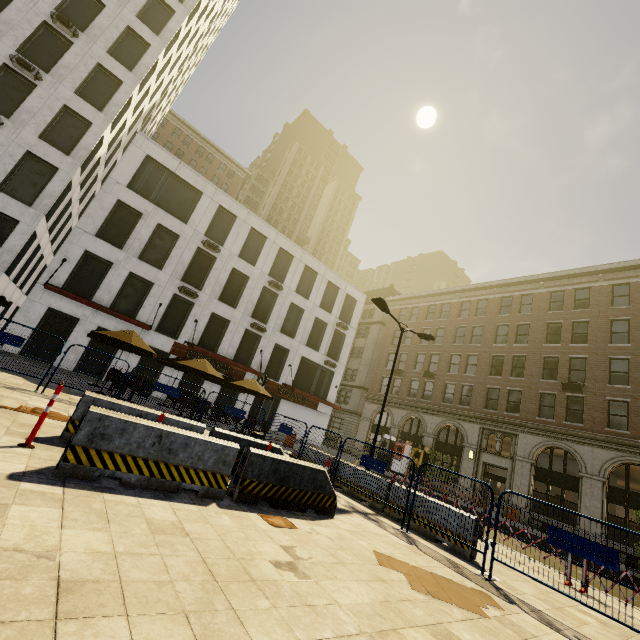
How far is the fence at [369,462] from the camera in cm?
874

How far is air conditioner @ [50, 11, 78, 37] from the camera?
19.2m

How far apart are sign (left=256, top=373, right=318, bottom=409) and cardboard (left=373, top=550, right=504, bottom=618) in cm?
2199

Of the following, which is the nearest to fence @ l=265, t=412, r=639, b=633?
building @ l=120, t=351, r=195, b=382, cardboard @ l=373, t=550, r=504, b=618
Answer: cardboard @ l=373, t=550, r=504, b=618

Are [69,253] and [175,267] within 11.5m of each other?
yes

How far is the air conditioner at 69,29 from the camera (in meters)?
19.19

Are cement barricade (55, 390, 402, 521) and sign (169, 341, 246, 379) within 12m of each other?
no

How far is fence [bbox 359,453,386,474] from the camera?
8.74m
